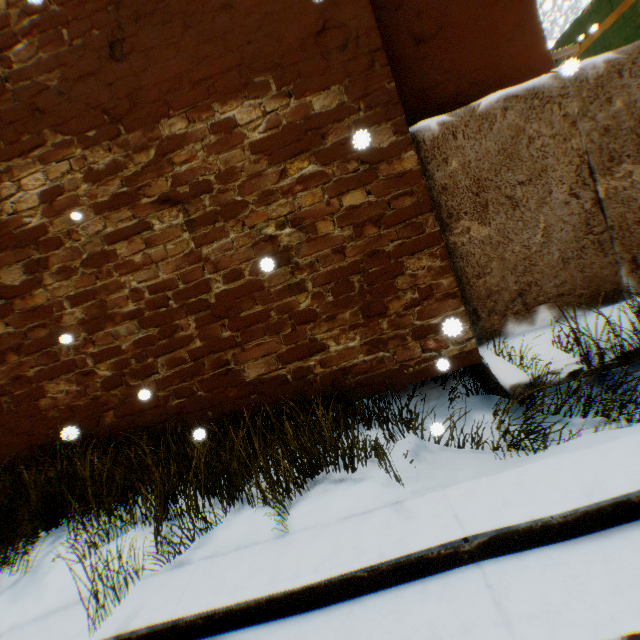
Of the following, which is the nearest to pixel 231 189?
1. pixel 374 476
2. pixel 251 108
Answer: pixel 251 108

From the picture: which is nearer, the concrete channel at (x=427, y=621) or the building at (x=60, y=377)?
the concrete channel at (x=427, y=621)

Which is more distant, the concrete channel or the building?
the building

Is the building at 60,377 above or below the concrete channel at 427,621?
above

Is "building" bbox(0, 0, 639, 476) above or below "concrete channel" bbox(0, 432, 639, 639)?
above
